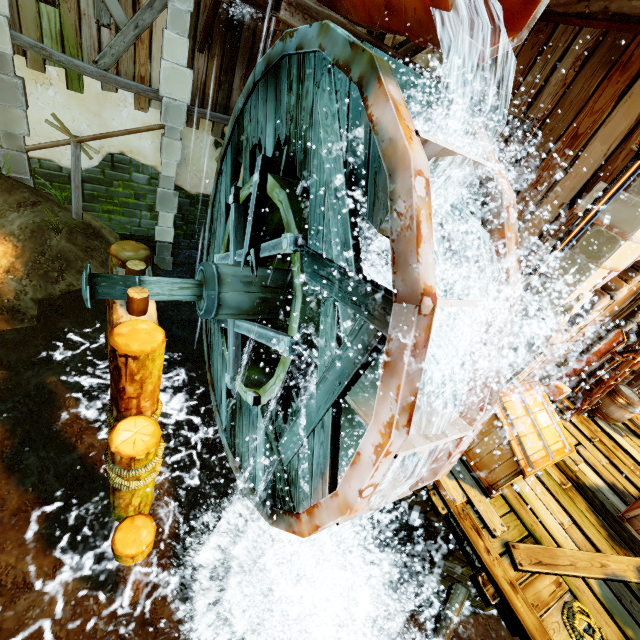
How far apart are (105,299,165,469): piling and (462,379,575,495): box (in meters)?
4.07

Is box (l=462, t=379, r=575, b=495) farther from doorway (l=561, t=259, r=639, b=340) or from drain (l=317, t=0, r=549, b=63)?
drain (l=317, t=0, r=549, b=63)

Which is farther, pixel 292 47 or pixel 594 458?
pixel 594 458

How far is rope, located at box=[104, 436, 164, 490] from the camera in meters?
3.8 m

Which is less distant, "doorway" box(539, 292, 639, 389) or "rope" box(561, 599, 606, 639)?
"rope" box(561, 599, 606, 639)

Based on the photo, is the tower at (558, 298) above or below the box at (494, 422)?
above

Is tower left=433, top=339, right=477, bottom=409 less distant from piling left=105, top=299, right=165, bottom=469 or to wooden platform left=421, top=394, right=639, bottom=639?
wooden platform left=421, top=394, right=639, bottom=639

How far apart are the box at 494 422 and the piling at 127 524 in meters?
4.1
